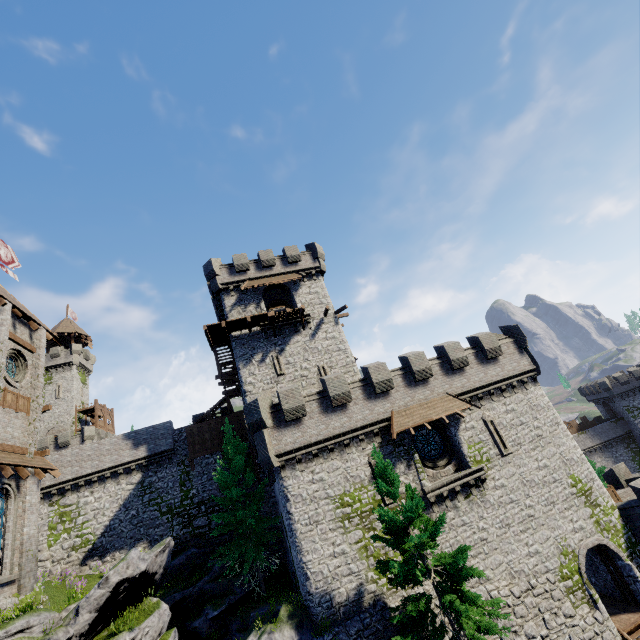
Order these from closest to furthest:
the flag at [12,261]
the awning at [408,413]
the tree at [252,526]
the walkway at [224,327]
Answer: the awning at [408,413], the tree at [252,526], the flag at [12,261], the walkway at [224,327]

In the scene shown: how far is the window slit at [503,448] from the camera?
20.5 meters

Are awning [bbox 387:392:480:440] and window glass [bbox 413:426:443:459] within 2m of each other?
yes

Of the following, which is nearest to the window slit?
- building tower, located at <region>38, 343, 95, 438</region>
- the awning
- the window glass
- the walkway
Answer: the awning

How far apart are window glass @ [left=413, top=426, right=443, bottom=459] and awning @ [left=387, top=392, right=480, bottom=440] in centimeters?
132cm

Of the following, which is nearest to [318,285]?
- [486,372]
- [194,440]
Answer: [486,372]

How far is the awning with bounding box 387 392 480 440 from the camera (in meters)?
19.33

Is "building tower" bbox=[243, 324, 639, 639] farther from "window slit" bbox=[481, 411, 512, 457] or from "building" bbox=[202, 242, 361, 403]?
"building" bbox=[202, 242, 361, 403]
